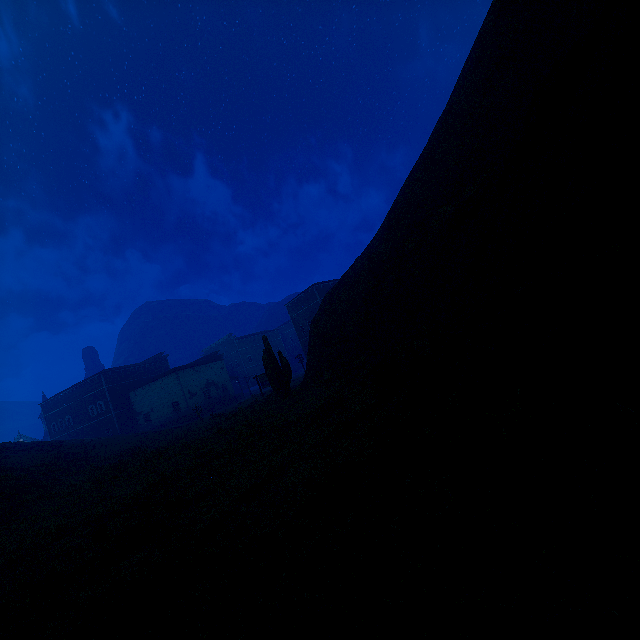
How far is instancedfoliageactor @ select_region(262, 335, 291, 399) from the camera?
18.89m

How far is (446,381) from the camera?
3.4 meters

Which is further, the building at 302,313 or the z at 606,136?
the building at 302,313

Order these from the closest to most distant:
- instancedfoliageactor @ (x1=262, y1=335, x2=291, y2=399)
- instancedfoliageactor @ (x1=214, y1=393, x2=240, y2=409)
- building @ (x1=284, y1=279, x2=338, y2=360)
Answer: instancedfoliageactor @ (x1=262, y1=335, x2=291, y2=399) → building @ (x1=284, y1=279, x2=338, y2=360) → instancedfoliageactor @ (x1=214, y1=393, x2=240, y2=409)

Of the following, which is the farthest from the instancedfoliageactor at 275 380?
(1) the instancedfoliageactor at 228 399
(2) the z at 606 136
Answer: (1) the instancedfoliageactor at 228 399

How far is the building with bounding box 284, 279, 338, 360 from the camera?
44.5m

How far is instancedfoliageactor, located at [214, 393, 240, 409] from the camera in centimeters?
4628cm
